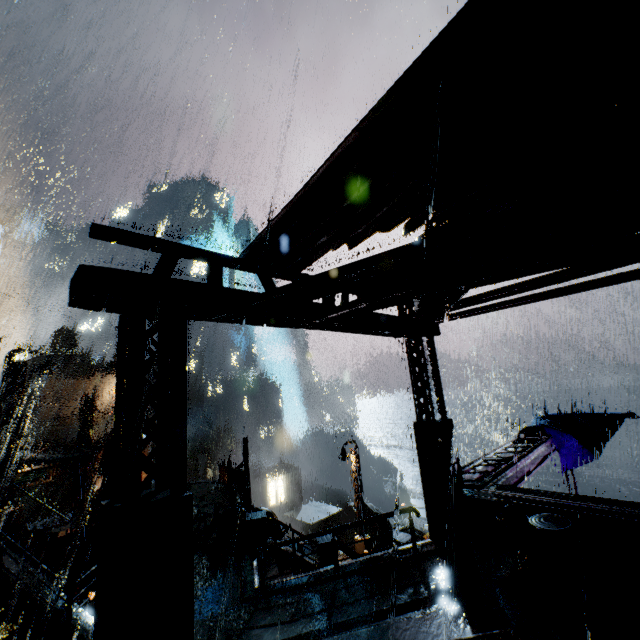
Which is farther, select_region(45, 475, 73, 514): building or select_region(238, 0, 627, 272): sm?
select_region(45, 475, 73, 514): building

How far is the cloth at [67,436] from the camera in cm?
3724

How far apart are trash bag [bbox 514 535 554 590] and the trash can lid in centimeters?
1cm

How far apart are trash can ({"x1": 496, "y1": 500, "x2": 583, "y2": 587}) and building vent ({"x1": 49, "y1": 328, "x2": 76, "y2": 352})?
66.1m

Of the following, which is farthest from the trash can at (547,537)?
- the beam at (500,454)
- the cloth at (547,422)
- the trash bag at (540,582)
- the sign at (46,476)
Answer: the sign at (46,476)

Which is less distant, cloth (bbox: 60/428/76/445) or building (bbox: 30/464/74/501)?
building (bbox: 30/464/74/501)

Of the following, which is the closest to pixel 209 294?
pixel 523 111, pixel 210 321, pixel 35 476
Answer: pixel 210 321

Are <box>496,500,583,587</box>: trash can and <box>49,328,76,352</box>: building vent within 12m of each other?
no
